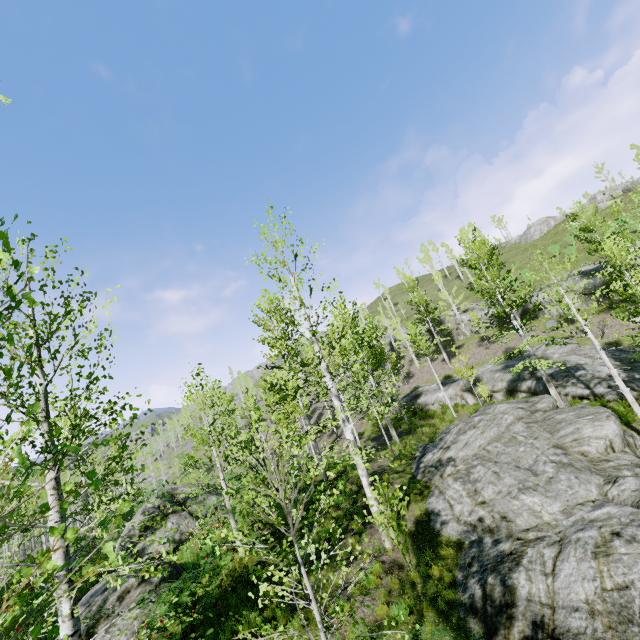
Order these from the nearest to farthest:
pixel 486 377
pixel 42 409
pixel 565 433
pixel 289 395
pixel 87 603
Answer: pixel 42 409, pixel 87 603, pixel 565 433, pixel 289 395, pixel 486 377

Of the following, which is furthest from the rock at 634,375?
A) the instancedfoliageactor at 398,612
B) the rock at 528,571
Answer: the instancedfoliageactor at 398,612

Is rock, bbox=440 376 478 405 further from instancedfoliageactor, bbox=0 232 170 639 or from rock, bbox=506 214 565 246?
rock, bbox=506 214 565 246

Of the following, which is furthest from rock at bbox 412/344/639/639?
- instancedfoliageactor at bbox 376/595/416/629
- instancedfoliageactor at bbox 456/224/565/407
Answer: instancedfoliageactor at bbox 376/595/416/629

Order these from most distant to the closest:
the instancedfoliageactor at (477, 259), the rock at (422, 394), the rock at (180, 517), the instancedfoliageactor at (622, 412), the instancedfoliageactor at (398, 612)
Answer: the rock at (422, 394), the instancedfoliageactor at (477, 259), the rock at (180, 517), the instancedfoliageactor at (622, 412), the instancedfoliageactor at (398, 612)

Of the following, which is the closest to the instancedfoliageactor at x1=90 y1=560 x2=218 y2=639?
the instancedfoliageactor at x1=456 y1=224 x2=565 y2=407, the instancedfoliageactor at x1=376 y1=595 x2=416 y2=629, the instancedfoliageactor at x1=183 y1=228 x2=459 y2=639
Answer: the instancedfoliageactor at x1=376 y1=595 x2=416 y2=629

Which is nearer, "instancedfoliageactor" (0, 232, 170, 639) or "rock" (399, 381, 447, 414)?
"instancedfoliageactor" (0, 232, 170, 639)

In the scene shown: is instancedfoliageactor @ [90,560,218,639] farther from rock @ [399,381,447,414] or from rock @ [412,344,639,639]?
rock @ [399,381,447,414]
